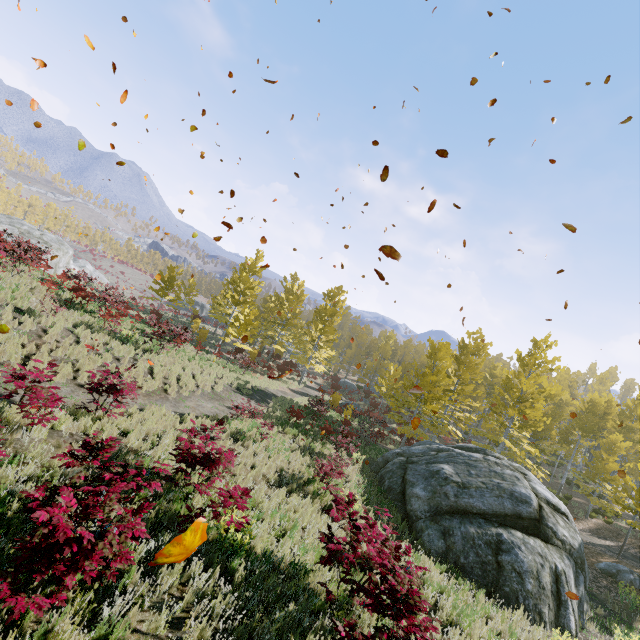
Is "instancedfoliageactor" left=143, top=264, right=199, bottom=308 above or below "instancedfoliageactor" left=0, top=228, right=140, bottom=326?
above

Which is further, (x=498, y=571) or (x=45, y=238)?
(x=45, y=238)

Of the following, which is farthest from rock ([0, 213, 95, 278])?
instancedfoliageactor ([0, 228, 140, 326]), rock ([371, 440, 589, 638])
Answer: rock ([371, 440, 589, 638])

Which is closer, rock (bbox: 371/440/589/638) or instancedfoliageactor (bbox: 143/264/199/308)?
rock (bbox: 371/440/589/638)

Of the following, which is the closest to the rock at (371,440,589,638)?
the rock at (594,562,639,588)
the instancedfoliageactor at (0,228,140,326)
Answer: the rock at (594,562,639,588)

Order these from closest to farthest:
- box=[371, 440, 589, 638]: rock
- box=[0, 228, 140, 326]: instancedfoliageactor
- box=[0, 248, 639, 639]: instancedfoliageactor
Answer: box=[0, 248, 639, 639]: instancedfoliageactor → box=[371, 440, 589, 638]: rock → box=[0, 228, 140, 326]: instancedfoliageactor

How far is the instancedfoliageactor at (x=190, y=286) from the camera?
28.97m

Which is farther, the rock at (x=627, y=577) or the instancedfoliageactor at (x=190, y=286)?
the instancedfoliageactor at (x=190, y=286)
